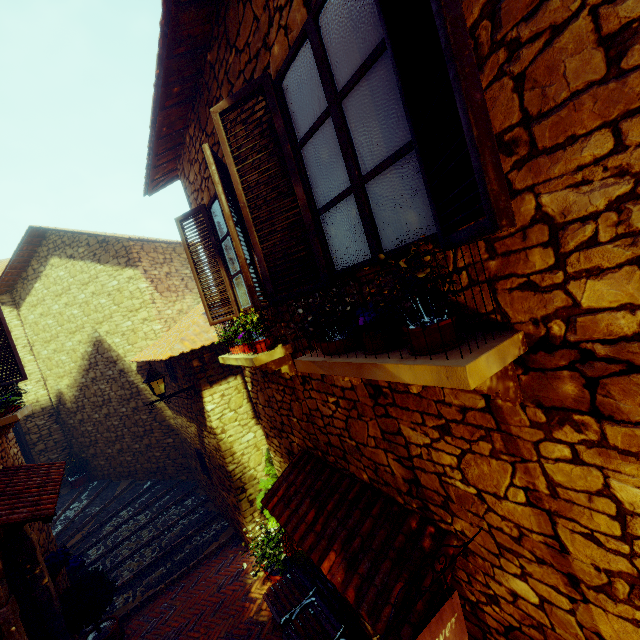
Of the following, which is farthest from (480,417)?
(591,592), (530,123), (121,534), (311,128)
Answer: (121,534)

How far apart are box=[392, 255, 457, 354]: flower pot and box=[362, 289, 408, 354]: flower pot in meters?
0.2 m

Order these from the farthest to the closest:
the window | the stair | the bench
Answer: the stair, the bench, the window

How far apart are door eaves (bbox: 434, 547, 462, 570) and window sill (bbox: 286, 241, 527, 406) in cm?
113

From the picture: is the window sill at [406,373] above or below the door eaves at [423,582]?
above

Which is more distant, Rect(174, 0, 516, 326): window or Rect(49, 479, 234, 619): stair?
Rect(49, 479, 234, 619): stair

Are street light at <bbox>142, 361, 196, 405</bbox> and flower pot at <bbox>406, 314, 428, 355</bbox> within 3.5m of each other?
no

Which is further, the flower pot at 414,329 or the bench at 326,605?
the bench at 326,605
